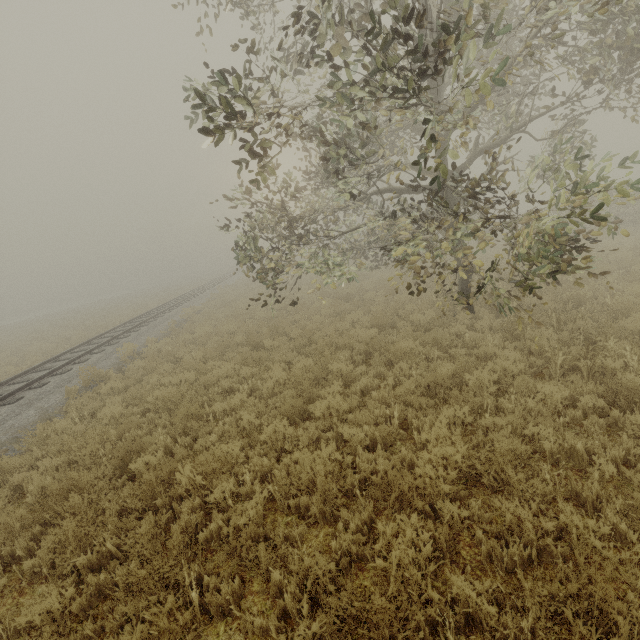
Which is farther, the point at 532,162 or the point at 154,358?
the point at 532,162
